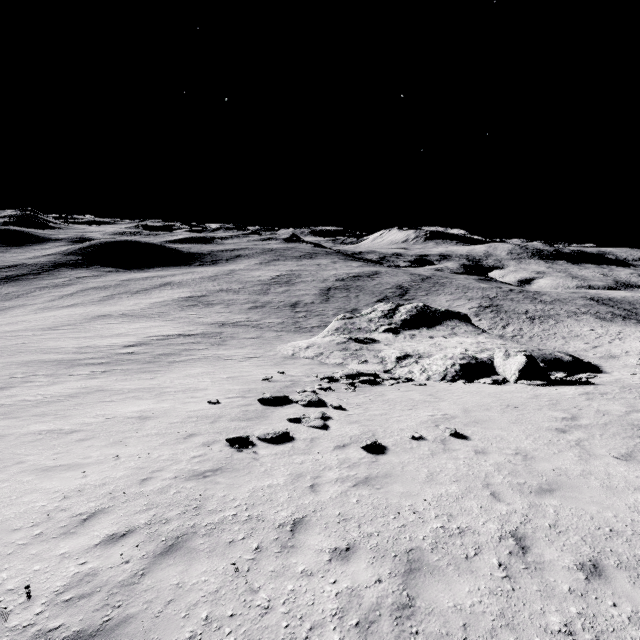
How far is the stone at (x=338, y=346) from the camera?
21.2 meters

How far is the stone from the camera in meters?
21.2

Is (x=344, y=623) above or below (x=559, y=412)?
above
